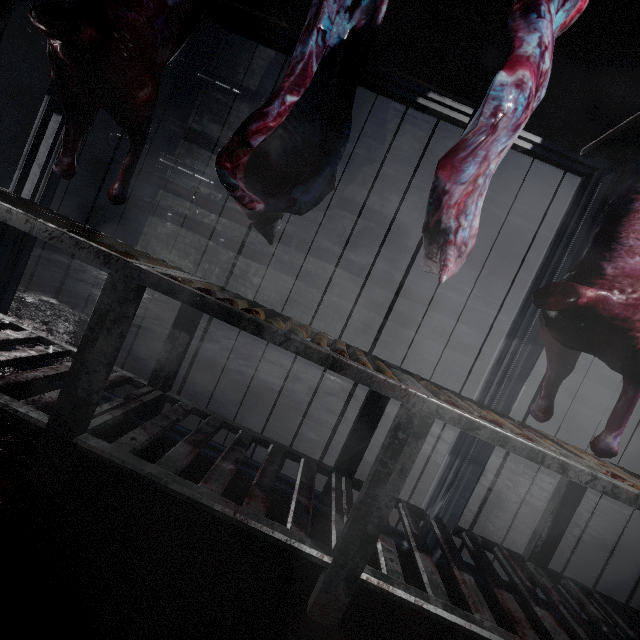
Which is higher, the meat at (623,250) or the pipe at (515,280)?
the pipe at (515,280)

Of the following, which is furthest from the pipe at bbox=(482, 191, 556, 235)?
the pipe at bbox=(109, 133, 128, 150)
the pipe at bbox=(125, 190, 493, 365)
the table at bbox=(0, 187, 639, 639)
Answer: the table at bbox=(0, 187, 639, 639)

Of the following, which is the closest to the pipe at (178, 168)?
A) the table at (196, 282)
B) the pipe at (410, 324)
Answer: the pipe at (410, 324)

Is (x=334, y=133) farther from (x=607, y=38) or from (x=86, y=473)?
(x=607, y=38)

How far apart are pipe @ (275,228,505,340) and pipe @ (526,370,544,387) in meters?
0.1 m

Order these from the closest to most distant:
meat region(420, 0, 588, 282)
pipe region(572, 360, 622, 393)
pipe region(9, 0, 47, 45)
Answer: meat region(420, 0, 588, 282), pipe region(9, 0, 47, 45), pipe region(572, 360, 622, 393)

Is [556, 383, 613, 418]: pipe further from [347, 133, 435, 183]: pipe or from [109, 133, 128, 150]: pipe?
[347, 133, 435, 183]: pipe
